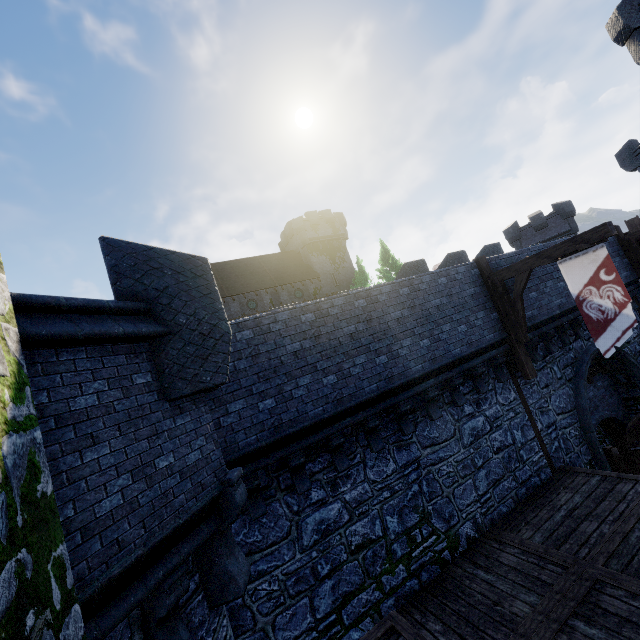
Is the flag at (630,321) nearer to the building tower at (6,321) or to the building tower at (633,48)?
the building tower at (6,321)

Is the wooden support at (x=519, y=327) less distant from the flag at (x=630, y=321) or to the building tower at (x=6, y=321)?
the flag at (x=630, y=321)

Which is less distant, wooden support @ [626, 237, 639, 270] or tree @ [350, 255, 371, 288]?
wooden support @ [626, 237, 639, 270]

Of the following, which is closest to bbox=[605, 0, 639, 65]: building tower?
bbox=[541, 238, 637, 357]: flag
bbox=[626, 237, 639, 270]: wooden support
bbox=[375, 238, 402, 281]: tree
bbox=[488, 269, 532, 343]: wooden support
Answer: bbox=[626, 237, 639, 270]: wooden support

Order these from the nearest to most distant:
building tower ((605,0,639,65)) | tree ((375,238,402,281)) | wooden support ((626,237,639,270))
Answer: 1. wooden support ((626,237,639,270))
2. building tower ((605,0,639,65))
3. tree ((375,238,402,281))

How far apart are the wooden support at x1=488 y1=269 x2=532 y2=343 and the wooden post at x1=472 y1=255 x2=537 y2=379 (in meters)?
0.01

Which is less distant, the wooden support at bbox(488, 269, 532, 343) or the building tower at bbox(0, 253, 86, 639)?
the building tower at bbox(0, 253, 86, 639)

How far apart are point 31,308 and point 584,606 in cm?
930
